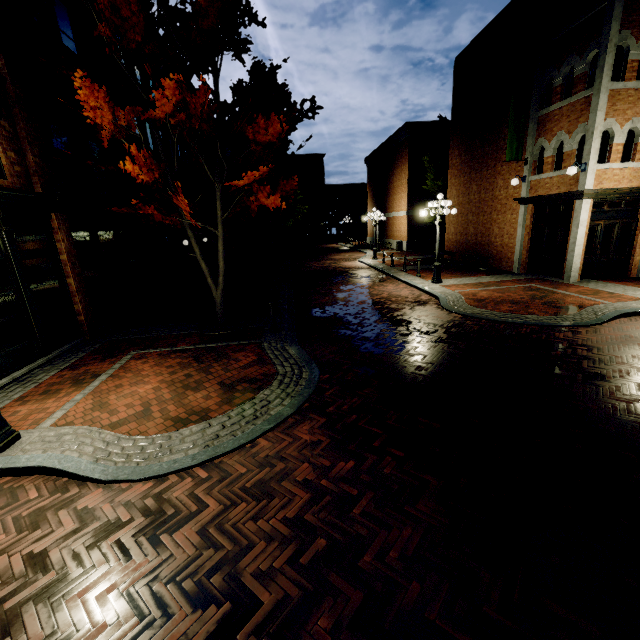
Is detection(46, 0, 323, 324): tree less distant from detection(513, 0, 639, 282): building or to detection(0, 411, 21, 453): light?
detection(513, 0, 639, 282): building

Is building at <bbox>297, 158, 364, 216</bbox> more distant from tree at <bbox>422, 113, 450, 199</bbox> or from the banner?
tree at <bbox>422, 113, 450, 199</bbox>

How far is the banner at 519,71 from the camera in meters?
12.8 m

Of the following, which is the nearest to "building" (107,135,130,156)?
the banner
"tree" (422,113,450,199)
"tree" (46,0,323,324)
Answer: "tree" (46,0,323,324)

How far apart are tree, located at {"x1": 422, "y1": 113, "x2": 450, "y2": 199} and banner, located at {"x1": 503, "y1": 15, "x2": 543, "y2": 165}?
10.1m

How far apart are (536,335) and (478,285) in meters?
5.8 m

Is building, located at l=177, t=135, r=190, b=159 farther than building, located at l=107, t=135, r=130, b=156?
Yes

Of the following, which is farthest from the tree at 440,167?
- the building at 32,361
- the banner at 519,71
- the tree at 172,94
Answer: the building at 32,361
